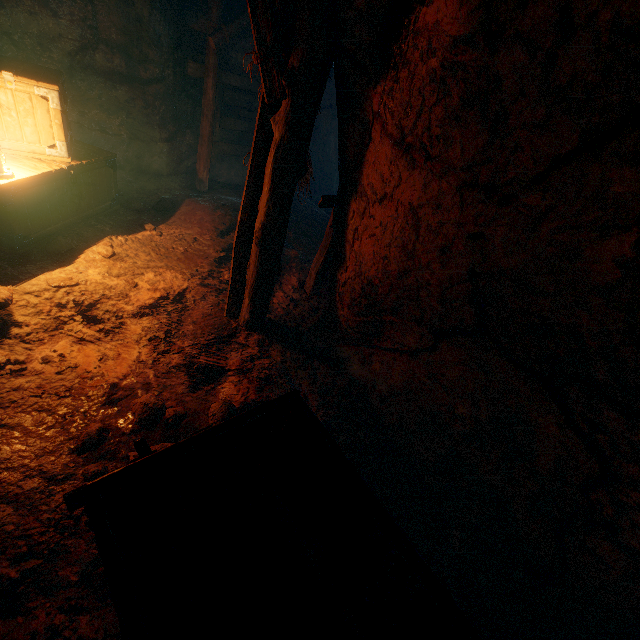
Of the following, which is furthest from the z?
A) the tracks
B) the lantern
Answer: the lantern

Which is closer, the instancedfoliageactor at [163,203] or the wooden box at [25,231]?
the wooden box at [25,231]

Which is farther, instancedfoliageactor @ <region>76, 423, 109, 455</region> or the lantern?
the lantern

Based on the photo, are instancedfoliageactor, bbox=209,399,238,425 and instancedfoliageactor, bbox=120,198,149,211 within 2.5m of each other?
no

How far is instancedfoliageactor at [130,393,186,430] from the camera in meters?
2.8 m

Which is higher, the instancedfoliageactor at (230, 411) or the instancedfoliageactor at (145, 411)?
the instancedfoliageactor at (230, 411)

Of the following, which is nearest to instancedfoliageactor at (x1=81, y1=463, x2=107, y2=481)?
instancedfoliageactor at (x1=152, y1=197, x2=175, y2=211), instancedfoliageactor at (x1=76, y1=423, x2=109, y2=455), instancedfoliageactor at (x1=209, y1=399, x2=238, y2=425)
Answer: instancedfoliageactor at (x1=76, y1=423, x2=109, y2=455)

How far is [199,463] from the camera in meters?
1.6
